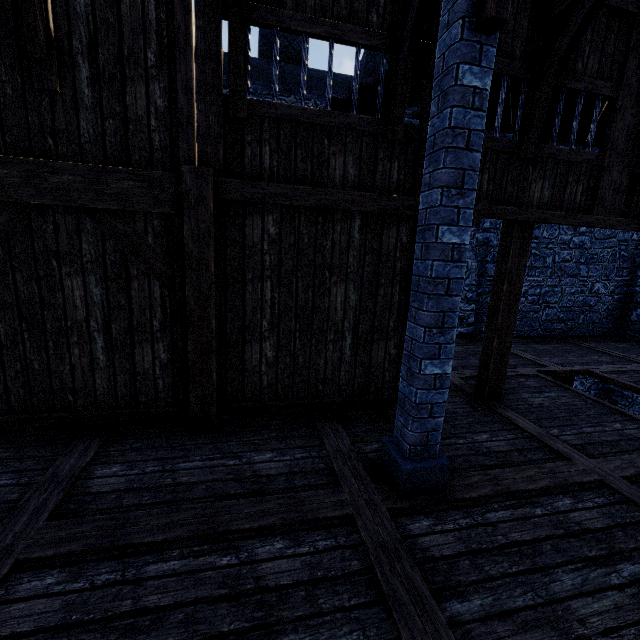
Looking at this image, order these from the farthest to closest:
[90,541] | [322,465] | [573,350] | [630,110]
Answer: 1. [573,350]
2. [630,110]
3. [322,465]
4. [90,541]

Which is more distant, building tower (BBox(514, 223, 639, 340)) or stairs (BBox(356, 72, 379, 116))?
building tower (BBox(514, 223, 639, 340))

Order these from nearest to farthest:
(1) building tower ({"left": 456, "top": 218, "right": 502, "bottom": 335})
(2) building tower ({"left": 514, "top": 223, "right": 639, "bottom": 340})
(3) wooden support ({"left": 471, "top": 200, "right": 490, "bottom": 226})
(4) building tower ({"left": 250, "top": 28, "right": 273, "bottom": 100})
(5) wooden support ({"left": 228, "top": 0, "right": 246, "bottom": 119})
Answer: A:
(5) wooden support ({"left": 228, "top": 0, "right": 246, "bottom": 119})
(3) wooden support ({"left": 471, "top": 200, "right": 490, "bottom": 226})
(4) building tower ({"left": 250, "top": 28, "right": 273, "bottom": 100})
(1) building tower ({"left": 456, "top": 218, "right": 502, "bottom": 335})
(2) building tower ({"left": 514, "top": 223, "right": 639, "bottom": 340})

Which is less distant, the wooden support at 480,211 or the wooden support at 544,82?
the wooden support at 544,82

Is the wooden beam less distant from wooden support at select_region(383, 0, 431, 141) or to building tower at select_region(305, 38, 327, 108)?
building tower at select_region(305, 38, 327, 108)

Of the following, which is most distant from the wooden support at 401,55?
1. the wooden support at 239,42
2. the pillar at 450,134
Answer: the wooden support at 239,42
